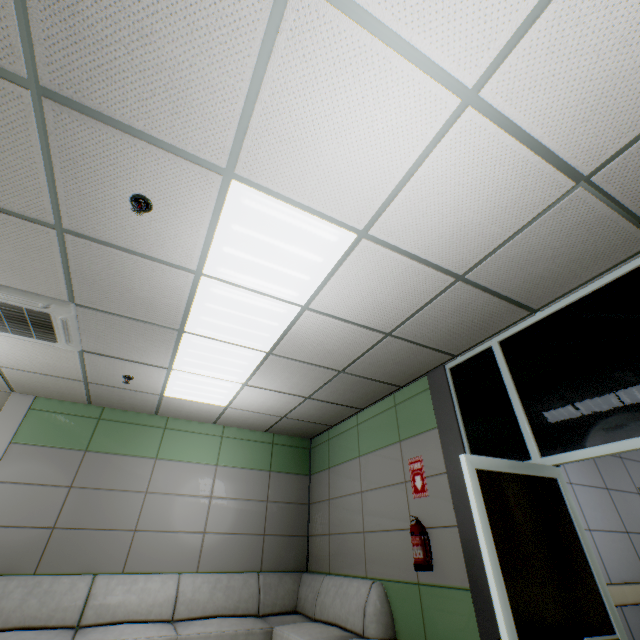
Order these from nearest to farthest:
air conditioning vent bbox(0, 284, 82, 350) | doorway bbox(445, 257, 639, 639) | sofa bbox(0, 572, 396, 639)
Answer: doorway bbox(445, 257, 639, 639), air conditioning vent bbox(0, 284, 82, 350), sofa bbox(0, 572, 396, 639)

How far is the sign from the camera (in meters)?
3.77

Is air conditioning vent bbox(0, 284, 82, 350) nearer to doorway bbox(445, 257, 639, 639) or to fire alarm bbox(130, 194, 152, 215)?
fire alarm bbox(130, 194, 152, 215)

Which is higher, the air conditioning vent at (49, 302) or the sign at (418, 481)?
the air conditioning vent at (49, 302)

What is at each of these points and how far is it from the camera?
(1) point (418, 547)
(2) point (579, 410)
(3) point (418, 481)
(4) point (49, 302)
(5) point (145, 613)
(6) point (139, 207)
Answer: (1) fire extinguisher, 3.4m
(2) doorway, 2.6m
(3) sign, 3.9m
(4) air conditioning vent, 3.0m
(5) sofa, 4.1m
(6) fire alarm, 2.1m

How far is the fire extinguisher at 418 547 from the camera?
3.3m

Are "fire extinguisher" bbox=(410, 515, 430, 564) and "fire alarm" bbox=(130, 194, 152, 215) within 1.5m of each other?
no

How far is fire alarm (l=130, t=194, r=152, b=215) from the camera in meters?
2.1 m
